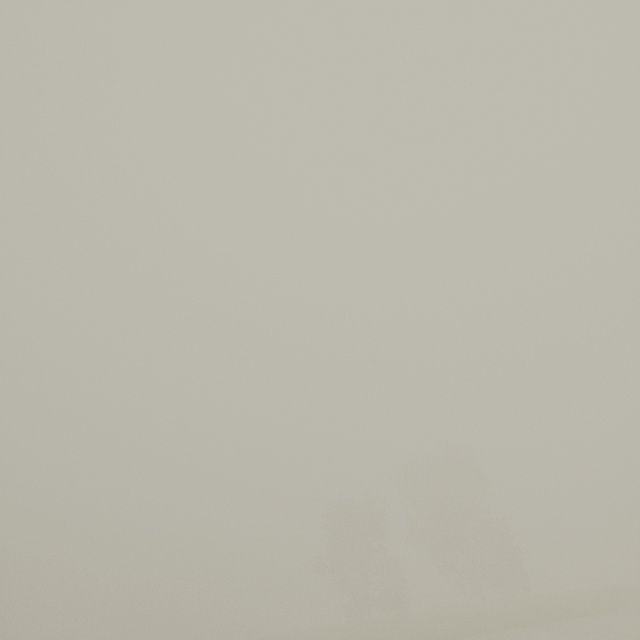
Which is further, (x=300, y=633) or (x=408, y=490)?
(x=408, y=490)
